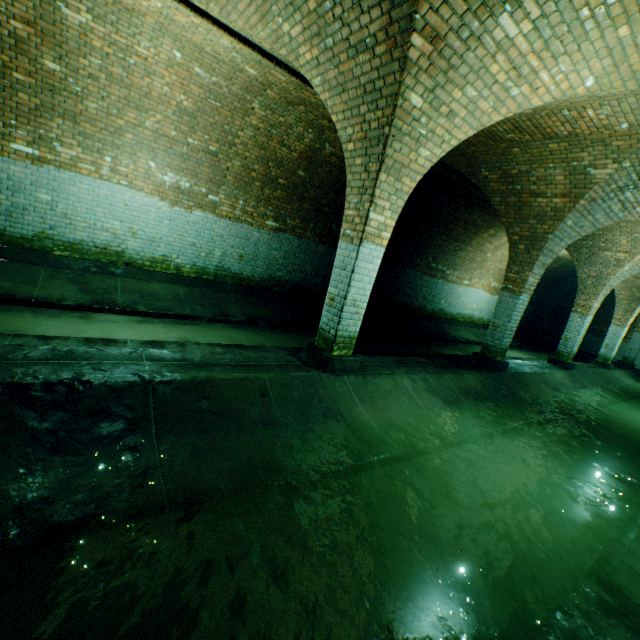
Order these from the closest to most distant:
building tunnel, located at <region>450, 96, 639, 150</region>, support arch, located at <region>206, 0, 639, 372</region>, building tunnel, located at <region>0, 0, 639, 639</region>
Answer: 1. building tunnel, located at <region>0, 0, 639, 639</region>
2. support arch, located at <region>206, 0, 639, 372</region>
3. building tunnel, located at <region>450, 96, 639, 150</region>

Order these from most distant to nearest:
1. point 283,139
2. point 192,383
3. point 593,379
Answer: point 593,379 < point 283,139 < point 192,383

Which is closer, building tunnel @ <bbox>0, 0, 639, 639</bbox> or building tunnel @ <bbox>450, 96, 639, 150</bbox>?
building tunnel @ <bbox>0, 0, 639, 639</bbox>

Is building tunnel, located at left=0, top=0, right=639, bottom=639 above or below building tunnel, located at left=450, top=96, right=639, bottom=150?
below

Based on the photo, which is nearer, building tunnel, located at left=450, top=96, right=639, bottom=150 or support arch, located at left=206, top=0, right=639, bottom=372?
support arch, located at left=206, top=0, right=639, bottom=372

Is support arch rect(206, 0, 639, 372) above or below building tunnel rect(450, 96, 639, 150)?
below

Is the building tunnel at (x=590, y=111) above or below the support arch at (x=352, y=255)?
above

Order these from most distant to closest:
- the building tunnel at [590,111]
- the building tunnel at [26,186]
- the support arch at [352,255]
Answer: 1. the building tunnel at [590,111]
2. the support arch at [352,255]
3. the building tunnel at [26,186]
